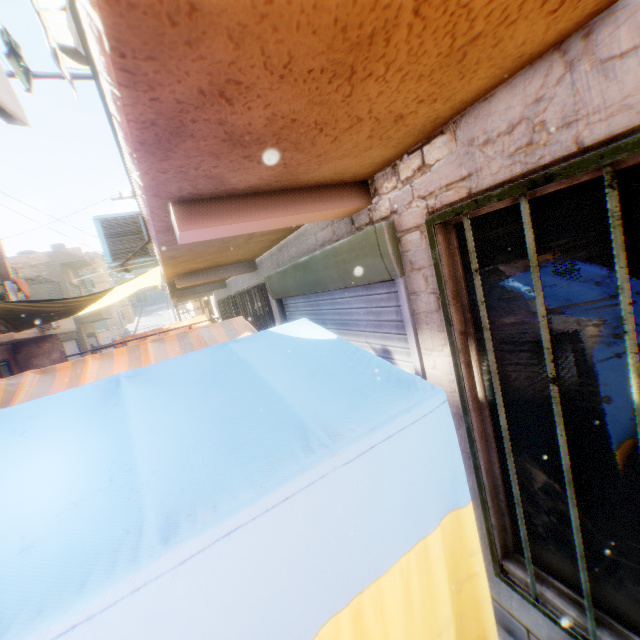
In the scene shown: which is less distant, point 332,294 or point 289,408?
point 289,408

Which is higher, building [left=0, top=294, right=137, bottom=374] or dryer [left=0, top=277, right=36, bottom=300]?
dryer [left=0, top=277, right=36, bottom=300]

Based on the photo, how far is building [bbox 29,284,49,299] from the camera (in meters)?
23.86

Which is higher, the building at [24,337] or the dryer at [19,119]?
the dryer at [19,119]

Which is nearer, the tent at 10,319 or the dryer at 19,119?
the dryer at 19,119

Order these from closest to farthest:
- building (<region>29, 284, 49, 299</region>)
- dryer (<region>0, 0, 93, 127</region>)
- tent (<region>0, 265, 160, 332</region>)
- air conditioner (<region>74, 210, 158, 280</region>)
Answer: dryer (<region>0, 0, 93, 127</region>)
air conditioner (<region>74, 210, 158, 280</region>)
tent (<region>0, 265, 160, 332</region>)
building (<region>29, 284, 49, 299</region>)

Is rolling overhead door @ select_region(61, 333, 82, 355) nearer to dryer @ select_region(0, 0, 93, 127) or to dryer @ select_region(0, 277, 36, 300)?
dryer @ select_region(0, 277, 36, 300)

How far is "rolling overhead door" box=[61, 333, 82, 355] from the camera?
20.60m
